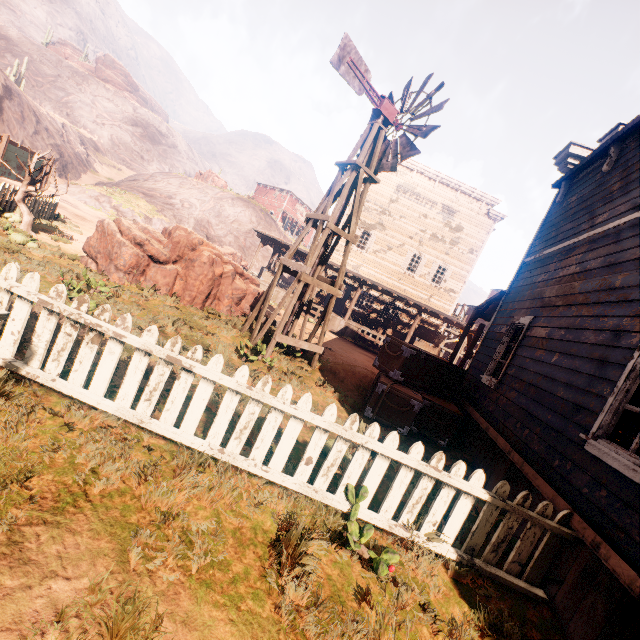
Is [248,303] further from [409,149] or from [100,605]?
[100,605]

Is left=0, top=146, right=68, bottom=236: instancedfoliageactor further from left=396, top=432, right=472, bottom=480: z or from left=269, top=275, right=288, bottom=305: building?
left=269, top=275, right=288, bottom=305: building

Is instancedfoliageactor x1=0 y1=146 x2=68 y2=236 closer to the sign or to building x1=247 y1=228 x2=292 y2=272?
the sign

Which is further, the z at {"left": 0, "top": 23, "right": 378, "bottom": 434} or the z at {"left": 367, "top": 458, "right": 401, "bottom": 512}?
the z at {"left": 0, "top": 23, "right": 378, "bottom": 434}

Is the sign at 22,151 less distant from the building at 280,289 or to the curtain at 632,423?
the building at 280,289

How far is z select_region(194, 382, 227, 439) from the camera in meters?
3.9 m

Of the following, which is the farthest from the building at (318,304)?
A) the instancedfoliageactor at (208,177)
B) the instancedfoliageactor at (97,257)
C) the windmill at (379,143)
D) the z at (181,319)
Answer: the instancedfoliageactor at (208,177)

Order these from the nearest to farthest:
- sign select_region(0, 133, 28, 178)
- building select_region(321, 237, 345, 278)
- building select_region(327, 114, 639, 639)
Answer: building select_region(327, 114, 639, 639)
sign select_region(0, 133, 28, 178)
building select_region(321, 237, 345, 278)
